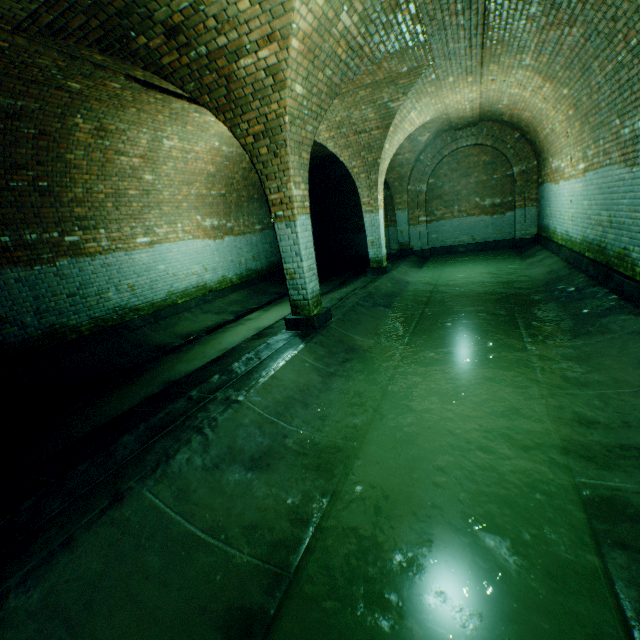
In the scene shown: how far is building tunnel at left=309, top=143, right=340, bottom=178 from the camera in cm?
1132

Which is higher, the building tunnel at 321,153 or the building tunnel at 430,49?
the building tunnel at 321,153

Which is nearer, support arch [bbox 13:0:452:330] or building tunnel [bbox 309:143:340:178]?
support arch [bbox 13:0:452:330]

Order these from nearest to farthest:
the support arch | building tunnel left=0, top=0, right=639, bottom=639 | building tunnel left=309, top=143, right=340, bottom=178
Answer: building tunnel left=0, top=0, right=639, bottom=639 < the support arch < building tunnel left=309, top=143, right=340, bottom=178

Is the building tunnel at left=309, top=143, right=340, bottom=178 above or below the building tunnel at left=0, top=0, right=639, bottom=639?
above

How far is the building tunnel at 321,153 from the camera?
11.3 meters

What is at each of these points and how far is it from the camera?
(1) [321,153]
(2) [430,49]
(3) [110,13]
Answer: (1) building tunnel, 11.9 meters
(2) building tunnel, 5.7 meters
(3) support arch, 3.6 meters
